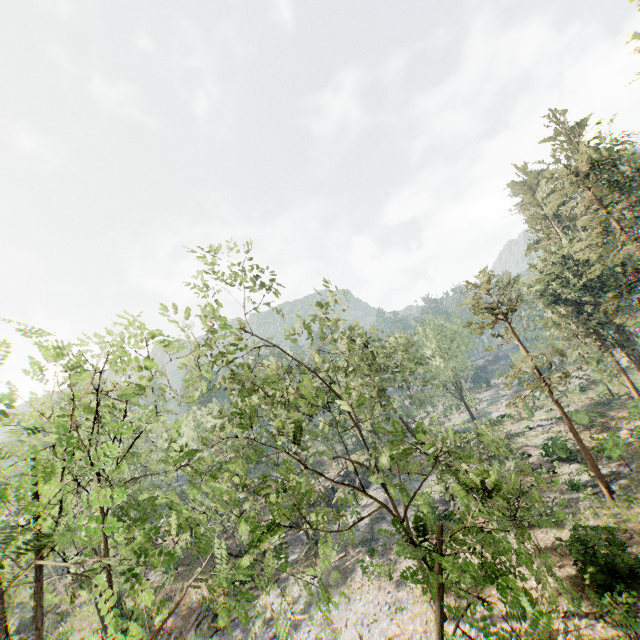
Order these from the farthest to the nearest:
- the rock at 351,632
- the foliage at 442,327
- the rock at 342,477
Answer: the rock at 342,477 → the rock at 351,632 → the foliage at 442,327

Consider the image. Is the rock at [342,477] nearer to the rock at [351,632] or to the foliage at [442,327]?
the foliage at [442,327]

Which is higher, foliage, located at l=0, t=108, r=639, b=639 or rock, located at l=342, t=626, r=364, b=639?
foliage, located at l=0, t=108, r=639, b=639

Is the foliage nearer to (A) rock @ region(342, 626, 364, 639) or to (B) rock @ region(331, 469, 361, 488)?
(B) rock @ region(331, 469, 361, 488)

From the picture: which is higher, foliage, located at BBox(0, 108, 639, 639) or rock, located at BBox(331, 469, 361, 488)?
foliage, located at BBox(0, 108, 639, 639)

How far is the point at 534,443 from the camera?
37.0 meters

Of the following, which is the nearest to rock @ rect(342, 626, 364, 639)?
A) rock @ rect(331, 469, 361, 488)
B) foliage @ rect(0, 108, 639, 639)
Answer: foliage @ rect(0, 108, 639, 639)

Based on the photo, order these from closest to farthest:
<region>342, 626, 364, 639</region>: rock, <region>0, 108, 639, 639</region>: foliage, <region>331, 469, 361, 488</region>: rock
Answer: <region>0, 108, 639, 639</region>: foliage < <region>342, 626, 364, 639</region>: rock < <region>331, 469, 361, 488</region>: rock
